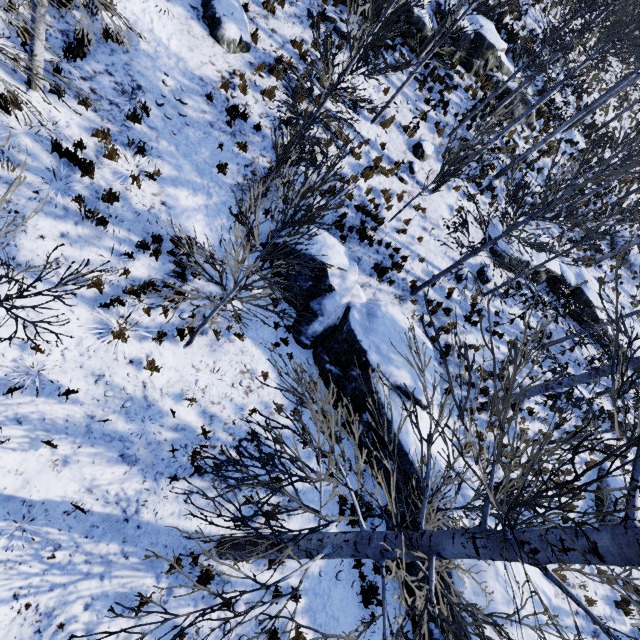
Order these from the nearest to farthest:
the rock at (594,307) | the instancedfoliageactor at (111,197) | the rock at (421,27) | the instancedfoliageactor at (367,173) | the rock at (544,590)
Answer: the instancedfoliageactor at (111,197) → the rock at (544,590) → the instancedfoliageactor at (367,173) → the rock at (421,27) → the rock at (594,307)

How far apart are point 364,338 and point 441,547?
6.2m

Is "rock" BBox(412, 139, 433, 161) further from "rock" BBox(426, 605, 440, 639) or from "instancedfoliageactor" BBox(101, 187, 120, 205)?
"rock" BBox(426, 605, 440, 639)

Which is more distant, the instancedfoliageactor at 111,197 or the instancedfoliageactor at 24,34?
the instancedfoliageactor at 111,197

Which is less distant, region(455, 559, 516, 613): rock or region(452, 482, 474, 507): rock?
region(455, 559, 516, 613): rock

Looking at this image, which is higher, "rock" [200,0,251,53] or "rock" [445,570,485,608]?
"rock" [200,0,251,53]

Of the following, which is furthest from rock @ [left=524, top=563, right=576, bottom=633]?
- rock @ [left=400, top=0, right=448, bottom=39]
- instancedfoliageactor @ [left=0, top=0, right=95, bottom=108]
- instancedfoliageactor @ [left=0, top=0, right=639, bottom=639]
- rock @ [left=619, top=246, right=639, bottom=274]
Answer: rock @ [left=619, top=246, right=639, bottom=274]

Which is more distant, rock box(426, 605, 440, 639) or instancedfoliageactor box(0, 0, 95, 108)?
rock box(426, 605, 440, 639)
